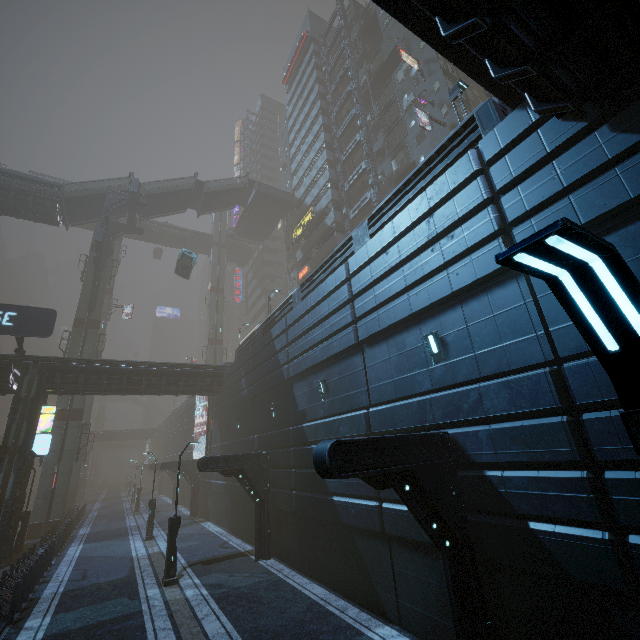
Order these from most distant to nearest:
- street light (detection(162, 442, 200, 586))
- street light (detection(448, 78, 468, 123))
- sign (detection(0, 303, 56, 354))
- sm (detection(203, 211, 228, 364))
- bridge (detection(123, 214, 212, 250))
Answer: bridge (detection(123, 214, 212, 250))
sm (detection(203, 211, 228, 364))
sign (detection(0, 303, 56, 354))
street light (detection(162, 442, 200, 586))
street light (detection(448, 78, 468, 123))

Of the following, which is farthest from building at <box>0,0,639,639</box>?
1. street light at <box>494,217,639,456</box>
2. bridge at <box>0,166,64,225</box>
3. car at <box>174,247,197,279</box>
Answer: car at <box>174,247,197,279</box>

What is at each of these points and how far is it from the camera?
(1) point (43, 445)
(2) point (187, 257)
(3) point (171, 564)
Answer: (1) sign, 20.9 meters
(2) car, 31.4 meters
(3) street light, 13.7 meters

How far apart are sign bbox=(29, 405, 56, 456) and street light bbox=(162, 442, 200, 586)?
12.15m

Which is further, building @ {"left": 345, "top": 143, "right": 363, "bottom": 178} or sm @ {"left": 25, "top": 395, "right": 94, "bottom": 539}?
building @ {"left": 345, "top": 143, "right": 363, "bottom": 178}

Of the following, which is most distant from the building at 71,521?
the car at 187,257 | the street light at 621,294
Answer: the car at 187,257

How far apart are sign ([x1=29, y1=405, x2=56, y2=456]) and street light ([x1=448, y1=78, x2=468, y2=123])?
27.7 meters

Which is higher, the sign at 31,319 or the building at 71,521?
the sign at 31,319
